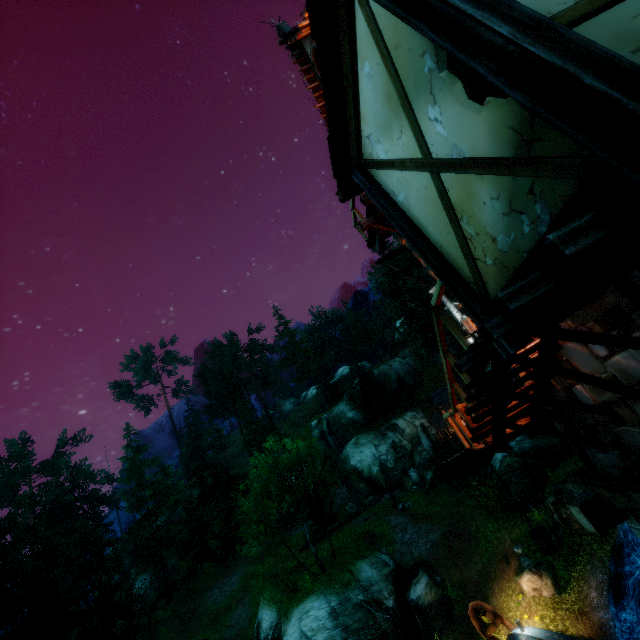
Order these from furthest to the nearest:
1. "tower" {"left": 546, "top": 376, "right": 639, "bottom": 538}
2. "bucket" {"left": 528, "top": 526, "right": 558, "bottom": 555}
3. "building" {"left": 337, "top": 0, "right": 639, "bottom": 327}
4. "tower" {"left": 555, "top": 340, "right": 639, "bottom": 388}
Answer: "bucket" {"left": 528, "top": 526, "right": 558, "bottom": 555}, "tower" {"left": 546, "top": 376, "right": 639, "bottom": 538}, "tower" {"left": 555, "top": 340, "right": 639, "bottom": 388}, "building" {"left": 337, "top": 0, "right": 639, "bottom": 327}

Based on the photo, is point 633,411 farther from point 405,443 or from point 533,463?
point 405,443

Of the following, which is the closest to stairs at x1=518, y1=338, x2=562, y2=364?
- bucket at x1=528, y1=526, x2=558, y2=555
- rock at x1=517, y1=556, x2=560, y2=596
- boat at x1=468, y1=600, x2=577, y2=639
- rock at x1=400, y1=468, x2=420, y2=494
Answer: bucket at x1=528, y1=526, x2=558, y2=555

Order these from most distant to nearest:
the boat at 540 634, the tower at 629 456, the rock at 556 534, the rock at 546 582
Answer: the rock at 556 534 < the rock at 546 582 < the boat at 540 634 < the tower at 629 456

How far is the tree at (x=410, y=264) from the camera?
32.28m

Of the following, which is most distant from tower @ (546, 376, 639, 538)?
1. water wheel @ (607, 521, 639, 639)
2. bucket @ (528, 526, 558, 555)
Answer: bucket @ (528, 526, 558, 555)

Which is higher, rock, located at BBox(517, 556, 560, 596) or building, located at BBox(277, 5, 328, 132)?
building, located at BBox(277, 5, 328, 132)

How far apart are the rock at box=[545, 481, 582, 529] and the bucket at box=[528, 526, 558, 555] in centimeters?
1283cm
